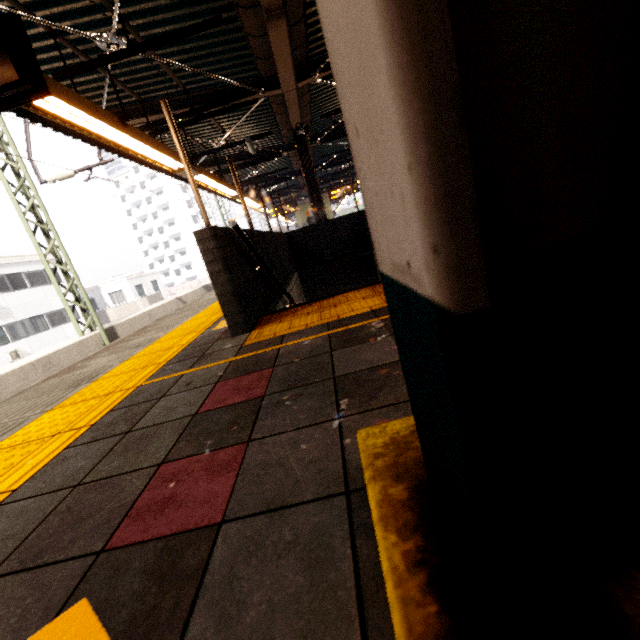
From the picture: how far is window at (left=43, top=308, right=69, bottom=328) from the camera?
22.6m

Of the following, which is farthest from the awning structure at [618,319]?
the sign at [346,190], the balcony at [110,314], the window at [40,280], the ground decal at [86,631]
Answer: the window at [40,280]

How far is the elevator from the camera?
21.0m

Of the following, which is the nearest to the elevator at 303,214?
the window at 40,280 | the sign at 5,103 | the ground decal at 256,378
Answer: the window at 40,280

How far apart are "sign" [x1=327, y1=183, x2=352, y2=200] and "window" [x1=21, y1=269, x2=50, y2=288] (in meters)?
21.37

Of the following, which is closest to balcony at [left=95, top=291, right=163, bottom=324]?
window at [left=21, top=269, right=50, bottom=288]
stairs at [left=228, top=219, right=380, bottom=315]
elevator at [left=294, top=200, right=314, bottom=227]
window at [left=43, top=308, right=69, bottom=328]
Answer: window at [left=43, top=308, right=69, bottom=328]

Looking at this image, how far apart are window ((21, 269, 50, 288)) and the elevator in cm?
1873

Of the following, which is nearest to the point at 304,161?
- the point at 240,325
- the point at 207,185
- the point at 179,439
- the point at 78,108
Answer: the point at 207,185
